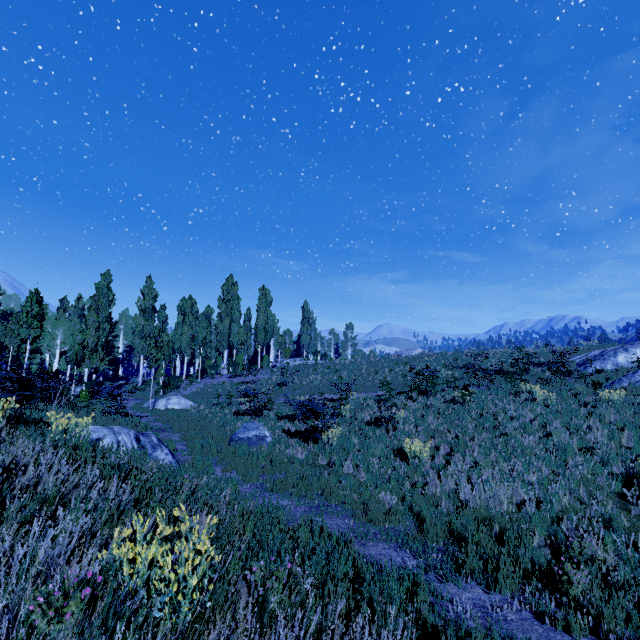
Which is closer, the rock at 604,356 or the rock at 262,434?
the rock at 262,434

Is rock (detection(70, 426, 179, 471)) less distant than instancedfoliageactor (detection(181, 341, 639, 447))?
Yes

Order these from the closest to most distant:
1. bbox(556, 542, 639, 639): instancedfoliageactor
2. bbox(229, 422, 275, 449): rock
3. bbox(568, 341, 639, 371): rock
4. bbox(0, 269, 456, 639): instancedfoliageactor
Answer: bbox(0, 269, 456, 639): instancedfoliageactor, bbox(556, 542, 639, 639): instancedfoliageactor, bbox(229, 422, 275, 449): rock, bbox(568, 341, 639, 371): rock

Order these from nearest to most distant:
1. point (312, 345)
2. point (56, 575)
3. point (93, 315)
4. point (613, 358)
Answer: point (56, 575) → point (613, 358) → point (93, 315) → point (312, 345)

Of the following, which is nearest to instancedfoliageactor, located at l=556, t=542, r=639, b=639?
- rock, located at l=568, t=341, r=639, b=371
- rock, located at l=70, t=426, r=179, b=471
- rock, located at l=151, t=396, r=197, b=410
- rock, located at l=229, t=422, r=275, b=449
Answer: rock, located at l=151, t=396, r=197, b=410

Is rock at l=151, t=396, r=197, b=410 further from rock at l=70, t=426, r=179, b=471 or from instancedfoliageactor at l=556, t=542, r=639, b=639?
rock at l=70, t=426, r=179, b=471

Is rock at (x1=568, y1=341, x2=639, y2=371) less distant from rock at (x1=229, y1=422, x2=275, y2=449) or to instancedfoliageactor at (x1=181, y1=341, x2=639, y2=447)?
rock at (x1=229, y1=422, x2=275, y2=449)

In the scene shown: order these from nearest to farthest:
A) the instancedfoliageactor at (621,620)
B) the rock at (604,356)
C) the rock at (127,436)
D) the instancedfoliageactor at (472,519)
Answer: the instancedfoliageactor at (621,620), the instancedfoliageactor at (472,519), the rock at (127,436), the rock at (604,356)
